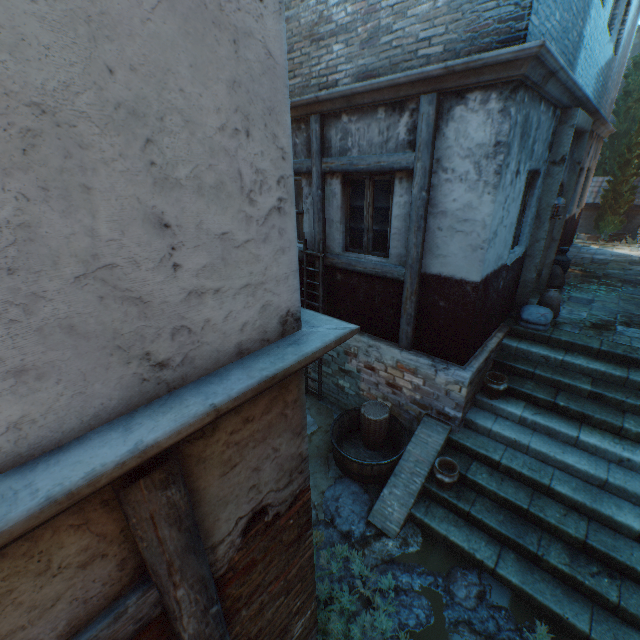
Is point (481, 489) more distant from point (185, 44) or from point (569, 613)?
point (185, 44)

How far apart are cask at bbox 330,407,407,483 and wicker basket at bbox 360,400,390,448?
0.10m

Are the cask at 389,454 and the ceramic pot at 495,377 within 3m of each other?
yes

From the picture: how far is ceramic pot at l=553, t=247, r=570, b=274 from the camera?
8.3 meters

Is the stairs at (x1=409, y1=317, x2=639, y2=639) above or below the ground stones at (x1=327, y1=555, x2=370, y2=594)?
above

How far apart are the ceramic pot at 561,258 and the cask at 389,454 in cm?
613

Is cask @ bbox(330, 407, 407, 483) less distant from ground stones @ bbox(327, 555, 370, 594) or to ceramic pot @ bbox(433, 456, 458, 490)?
ground stones @ bbox(327, 555, 370, 594)

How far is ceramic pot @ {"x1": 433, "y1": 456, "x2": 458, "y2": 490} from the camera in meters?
4.7
